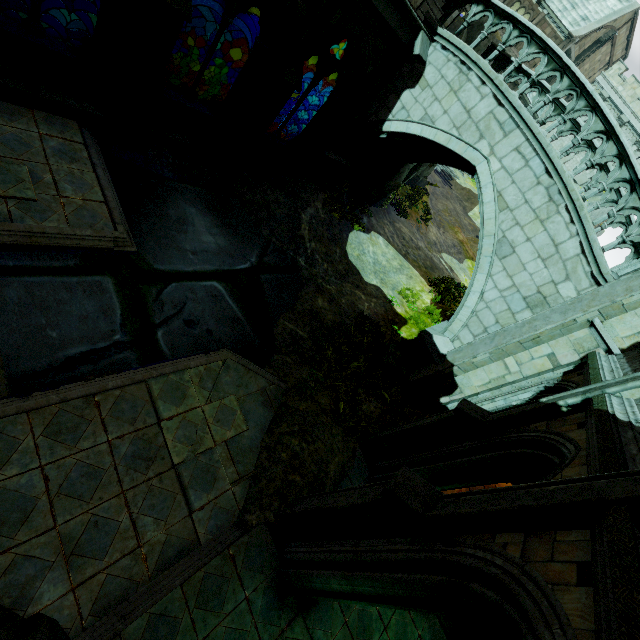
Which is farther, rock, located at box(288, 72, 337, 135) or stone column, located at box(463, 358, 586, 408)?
rock, located at box(288, 72, 337, 135)

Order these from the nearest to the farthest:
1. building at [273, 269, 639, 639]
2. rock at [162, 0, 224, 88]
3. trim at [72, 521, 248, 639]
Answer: building at [273, 269, 639, 639] < trim at [72, 521, 248, 639] < rock at [162, 0, 224, 88]

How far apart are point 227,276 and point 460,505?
7.23m

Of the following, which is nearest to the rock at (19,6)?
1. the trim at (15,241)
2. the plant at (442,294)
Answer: the trim at (15,241)

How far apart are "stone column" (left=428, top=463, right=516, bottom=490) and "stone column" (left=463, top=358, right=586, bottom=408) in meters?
2.5

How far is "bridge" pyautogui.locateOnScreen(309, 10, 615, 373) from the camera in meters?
8.2 m

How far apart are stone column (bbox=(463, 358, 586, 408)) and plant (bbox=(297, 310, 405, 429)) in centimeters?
123cm

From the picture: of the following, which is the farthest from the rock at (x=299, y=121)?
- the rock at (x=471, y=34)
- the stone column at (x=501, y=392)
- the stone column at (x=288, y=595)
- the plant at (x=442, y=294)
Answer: the plant at (x=442, y=294)
